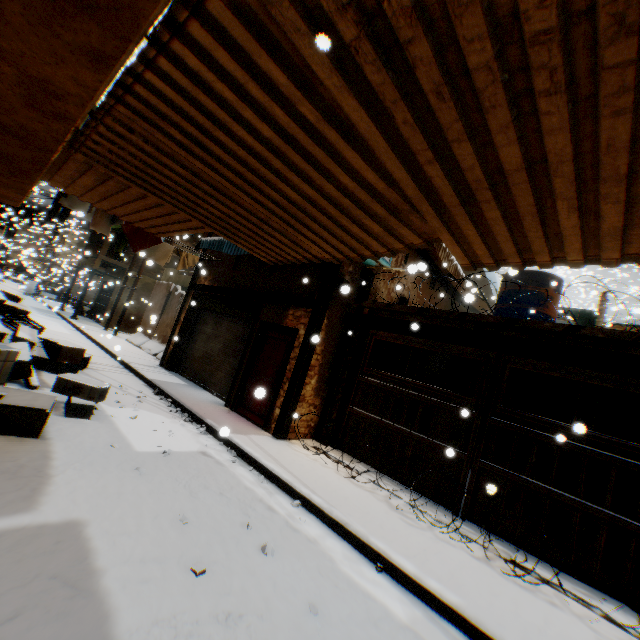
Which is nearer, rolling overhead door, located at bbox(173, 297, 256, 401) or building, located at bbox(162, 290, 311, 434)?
building, located at bbox(162, 290, 311, 434)

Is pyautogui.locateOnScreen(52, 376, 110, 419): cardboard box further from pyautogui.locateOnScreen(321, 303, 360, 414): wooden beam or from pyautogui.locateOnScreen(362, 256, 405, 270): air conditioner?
pyautogui.locateOnScreen(362, 256, 405, 270): air conditioner

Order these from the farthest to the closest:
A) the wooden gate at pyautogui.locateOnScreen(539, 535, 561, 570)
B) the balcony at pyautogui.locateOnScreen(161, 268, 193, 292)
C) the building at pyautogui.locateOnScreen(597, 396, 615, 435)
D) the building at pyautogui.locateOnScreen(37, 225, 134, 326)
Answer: the building at pyautogui.locateOnScreen(37, 225, 134, 326)
the balcony at pyautogui.locateOnScreen(161, 268, 193, 292)
the building at pyautogui.locateOnScreen(597, 396, 615, 435)
the wooden gate at pyautogui.locateOnScreen(539, 535, 561, 570)

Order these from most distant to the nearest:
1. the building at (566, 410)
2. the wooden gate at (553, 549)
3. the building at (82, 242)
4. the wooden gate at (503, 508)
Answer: the building at (82, 242) → the building at (566, 410) → the wooden gate at (503, 508) → the wooden gate at (553, 549)

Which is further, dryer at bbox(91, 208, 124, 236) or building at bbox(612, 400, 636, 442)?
building at bbox(612, 400, 636, 442)

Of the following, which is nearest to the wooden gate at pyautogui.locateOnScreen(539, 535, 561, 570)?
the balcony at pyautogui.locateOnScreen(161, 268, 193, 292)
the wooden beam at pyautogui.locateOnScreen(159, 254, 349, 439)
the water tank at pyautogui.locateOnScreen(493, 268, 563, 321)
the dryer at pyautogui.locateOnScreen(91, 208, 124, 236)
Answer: the wooden beam at pyautogui.locateOnScreen(159, 254, 349, 439)

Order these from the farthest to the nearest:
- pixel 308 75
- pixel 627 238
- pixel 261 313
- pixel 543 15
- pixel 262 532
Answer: pixel 261 313 < pixel 262 532 < pixel 627 238 < pixel 308 75 < pixel 543 15

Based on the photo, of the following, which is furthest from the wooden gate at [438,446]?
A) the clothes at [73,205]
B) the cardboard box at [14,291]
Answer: the clothes at [73,205]
